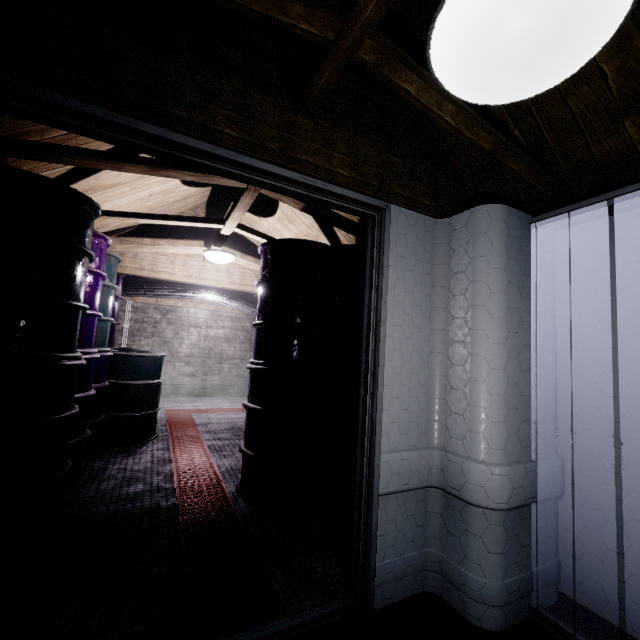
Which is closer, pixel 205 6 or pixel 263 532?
pixel 205 6

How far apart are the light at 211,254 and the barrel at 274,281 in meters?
0.5 m

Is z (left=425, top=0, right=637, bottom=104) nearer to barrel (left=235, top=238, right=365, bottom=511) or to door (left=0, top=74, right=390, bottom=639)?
door (left=0, top=74, right=390, bottom=639)

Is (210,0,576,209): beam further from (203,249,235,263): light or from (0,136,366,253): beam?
(203,249,235,263): light

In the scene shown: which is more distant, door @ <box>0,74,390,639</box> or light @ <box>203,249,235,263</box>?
light @ <box>203,249,235,263</box>

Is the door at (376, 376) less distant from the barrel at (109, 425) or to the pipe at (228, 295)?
the barrel at (109, 425)

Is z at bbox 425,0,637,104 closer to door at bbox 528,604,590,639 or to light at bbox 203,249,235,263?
door at bbox 528,604,590,639

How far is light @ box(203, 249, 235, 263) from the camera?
3.28m
